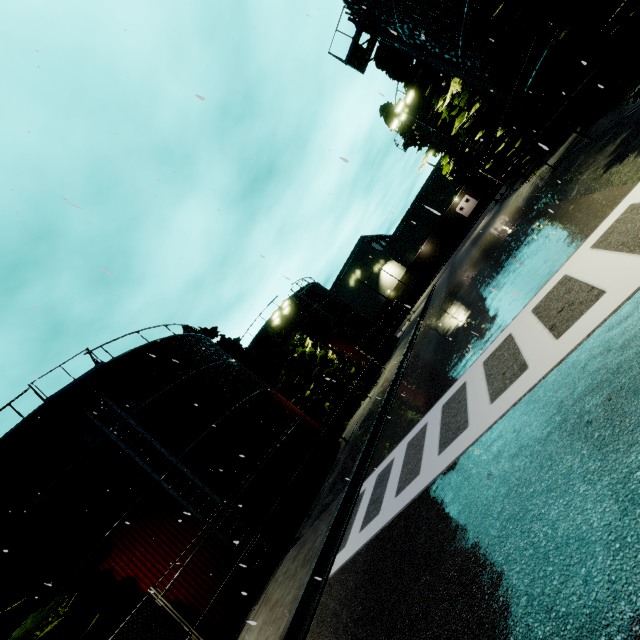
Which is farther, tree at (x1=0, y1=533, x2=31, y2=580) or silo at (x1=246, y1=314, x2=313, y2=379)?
silo at (x1=246, y1=314, x2=313, y2=379)

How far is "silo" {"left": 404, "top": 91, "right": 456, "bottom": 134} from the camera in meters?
27.6 m

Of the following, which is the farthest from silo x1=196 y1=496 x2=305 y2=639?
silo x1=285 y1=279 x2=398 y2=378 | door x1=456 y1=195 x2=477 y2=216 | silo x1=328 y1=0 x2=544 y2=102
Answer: door x1=456 y1=195 x2=477 y2=216

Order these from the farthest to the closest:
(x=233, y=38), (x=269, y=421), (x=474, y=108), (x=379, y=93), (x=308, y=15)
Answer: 1. (x=474, y=108)
2. (x=269, y=421)
3. (x=308, y=15)
4. (x=233, y=38)
5. (x=379, y=93)

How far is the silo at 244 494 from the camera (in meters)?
11.91

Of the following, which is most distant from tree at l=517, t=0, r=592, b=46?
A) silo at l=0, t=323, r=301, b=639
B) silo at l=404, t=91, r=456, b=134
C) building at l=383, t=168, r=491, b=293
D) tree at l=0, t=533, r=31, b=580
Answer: building at l=383, t=168, r=491, b=293

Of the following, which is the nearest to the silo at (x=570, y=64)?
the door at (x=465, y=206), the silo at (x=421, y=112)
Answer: the silo at (x=421, y=112)

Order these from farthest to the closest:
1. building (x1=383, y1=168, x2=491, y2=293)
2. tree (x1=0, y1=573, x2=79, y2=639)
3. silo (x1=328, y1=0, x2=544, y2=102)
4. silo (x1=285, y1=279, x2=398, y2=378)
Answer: building (x1=383, y1=168, x2=491, y2=293), silo (x1=285, y1=279, x2=398, y2=378), silo (x1=328, y1=0, x2=544, y2=102), tree (x1=0, y1=573, x2=79, y2=639)
